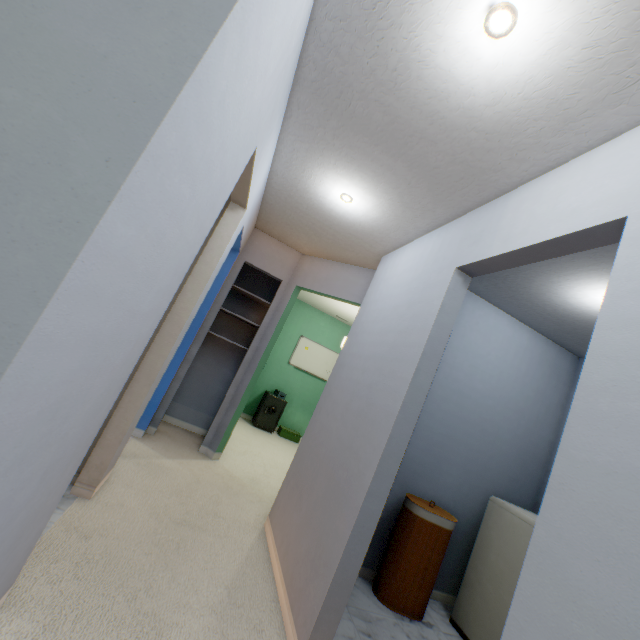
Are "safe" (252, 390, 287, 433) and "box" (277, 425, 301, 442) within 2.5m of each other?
yes

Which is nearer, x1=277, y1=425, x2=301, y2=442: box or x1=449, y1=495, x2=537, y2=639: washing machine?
x1=449, y1=495, x2=537, y2=639: washing machine

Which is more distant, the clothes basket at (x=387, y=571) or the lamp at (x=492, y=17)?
the clothes basket at (x=387, y=571)

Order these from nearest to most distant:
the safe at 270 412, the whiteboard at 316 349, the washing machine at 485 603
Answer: the washing machine at 485 603 → the safe at 270 412 → the whiteboard at 316 349

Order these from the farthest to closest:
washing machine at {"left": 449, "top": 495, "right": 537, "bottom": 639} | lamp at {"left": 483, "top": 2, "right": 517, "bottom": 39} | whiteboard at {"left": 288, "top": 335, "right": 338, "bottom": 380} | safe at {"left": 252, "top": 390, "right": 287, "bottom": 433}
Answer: whiteboard at {"left": 288, "top": 335, "right": 338, "bottom": 380}
safe at {"left": 252, "top": 390, "right": 287, "bottom": 433}
washing machine at {"left": 449, "top": 495, "right": 537, "bottom": 639}
lamp at {"left": 483, "top": 2, "right": 517, "bottom": 39}

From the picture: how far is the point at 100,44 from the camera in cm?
56

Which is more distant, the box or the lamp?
the box

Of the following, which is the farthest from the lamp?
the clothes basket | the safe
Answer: the safe
